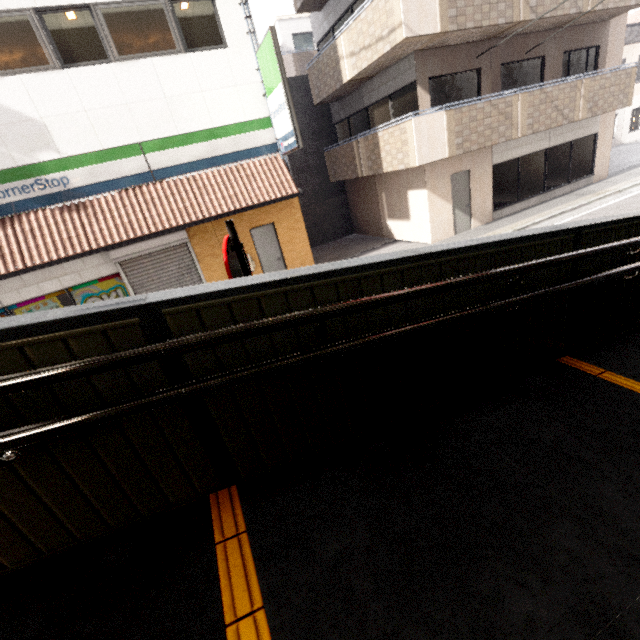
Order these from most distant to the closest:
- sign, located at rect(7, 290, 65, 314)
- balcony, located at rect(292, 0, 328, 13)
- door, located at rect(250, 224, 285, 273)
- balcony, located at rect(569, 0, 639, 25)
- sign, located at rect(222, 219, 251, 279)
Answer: balcony, located at rect(292, 0, 328, 13) → door, located at rect(250, 224, 285, 273) → balcony, located at rect(569, 0, 639, 25) → sign, located at rect(7, 290, 65, 314) → sign, located at rect(222, 219, 251, 279)

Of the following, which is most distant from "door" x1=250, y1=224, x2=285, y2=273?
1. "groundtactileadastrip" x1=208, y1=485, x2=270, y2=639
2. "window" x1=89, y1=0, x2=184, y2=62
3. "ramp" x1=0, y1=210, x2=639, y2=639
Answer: "groundtactileadastrip" x1=208, y1=485, x2=270, y2=639

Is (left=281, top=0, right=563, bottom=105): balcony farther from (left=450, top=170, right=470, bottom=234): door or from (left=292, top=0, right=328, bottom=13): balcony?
(left=450, top=170, right=470, bottom=234): door

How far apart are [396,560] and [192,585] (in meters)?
0.92

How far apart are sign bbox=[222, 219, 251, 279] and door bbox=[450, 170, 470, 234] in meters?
10.1 m

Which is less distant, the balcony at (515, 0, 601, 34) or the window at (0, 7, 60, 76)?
the window at (0, 7, 60, 76)

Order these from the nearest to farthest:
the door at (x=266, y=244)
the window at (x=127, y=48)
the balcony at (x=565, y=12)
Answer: the window at (x=127, y=48)
the balcony at (x=565, y=12)
the door at (x=266, y=244)

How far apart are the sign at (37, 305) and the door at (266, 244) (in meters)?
5.58
